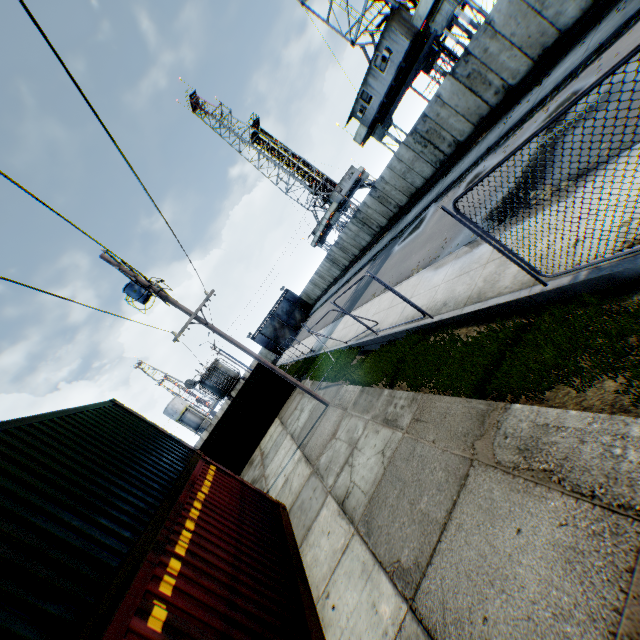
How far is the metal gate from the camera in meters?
55.4

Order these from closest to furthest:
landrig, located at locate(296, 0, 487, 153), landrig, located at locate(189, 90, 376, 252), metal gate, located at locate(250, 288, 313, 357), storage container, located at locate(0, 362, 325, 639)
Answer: storage container, located at locate(0, 362, 325, 639)
landrig, located at locate(296, 0, 487, 153)
landrig, located at locate(189, 90, 376, 252)
metal gate, located at locate(250, 288, 313, 357)

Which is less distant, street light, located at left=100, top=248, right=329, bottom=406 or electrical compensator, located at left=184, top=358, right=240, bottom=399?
street light, located at left=100, top=248, right=329, bottom=406

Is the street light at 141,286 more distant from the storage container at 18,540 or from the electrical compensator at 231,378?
the electrical compensator at 231,378

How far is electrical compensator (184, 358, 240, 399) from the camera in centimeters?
2925cm

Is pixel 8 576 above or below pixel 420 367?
above

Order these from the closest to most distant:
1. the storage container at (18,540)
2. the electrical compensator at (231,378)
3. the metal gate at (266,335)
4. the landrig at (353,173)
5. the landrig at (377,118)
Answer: the storage container at (18,540), the landrig at (377,118), the electrical compensator at (231,378), the landrig at (353,173), the metal gate at (266,335)

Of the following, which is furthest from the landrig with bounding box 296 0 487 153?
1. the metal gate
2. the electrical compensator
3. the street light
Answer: the metal gate
